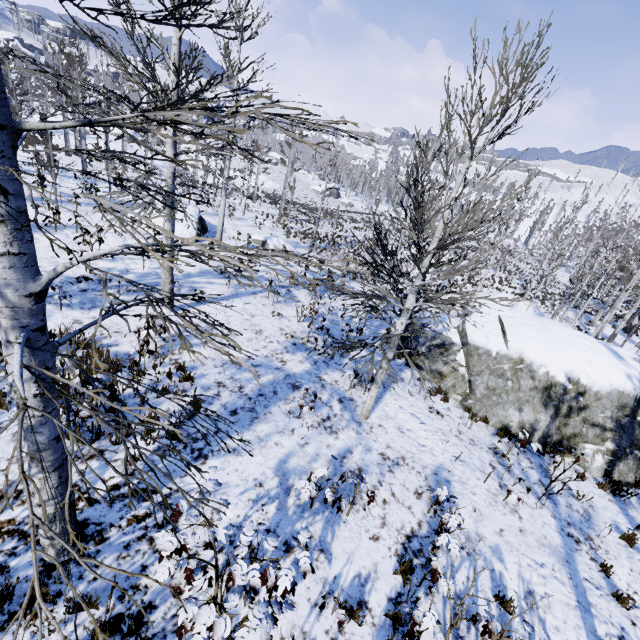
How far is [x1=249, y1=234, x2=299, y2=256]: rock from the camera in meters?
21.6 m

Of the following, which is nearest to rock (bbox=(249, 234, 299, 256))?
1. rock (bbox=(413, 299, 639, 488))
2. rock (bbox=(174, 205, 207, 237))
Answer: rock (bbox=(174, 205, 207, 237))

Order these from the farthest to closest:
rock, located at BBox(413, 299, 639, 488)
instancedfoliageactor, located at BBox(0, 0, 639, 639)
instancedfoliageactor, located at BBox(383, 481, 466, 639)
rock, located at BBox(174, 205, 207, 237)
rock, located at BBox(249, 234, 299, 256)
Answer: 1. rock, located at BBox(249, 234, 299, 256)
2. rock, located at BBox(174, 205, 207, 237)
3. rock, located at BBox(413, 299, 639, 488)
4. instancedfoliageactor, located at BBox(383, 481, 466, 639)
5. instancedfoliageactor, located at BBox(0, 0, 639, 639)

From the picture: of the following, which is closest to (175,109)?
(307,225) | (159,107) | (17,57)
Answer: (159,107)

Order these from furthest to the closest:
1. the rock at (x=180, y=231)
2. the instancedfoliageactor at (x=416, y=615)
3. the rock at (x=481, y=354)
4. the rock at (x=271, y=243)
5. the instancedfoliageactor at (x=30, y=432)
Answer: the rock at (x=271, y=243) < the rock at (x=180, y=231) < the rock at (x=481, y=354) < the instancedfoliageactor at (x=416, y=615) < the instancedfoliageactor at (x=30, y=432)

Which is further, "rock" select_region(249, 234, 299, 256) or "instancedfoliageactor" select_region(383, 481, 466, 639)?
"rock" select_region(249, 234, 299, 256)

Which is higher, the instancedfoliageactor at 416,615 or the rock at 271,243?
the instancedfoliageactor at 416,615
